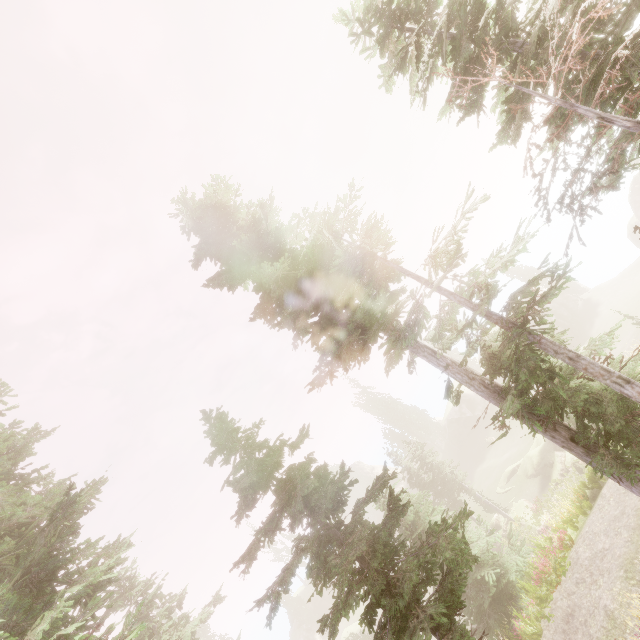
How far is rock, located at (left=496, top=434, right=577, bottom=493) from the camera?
26.5 meters

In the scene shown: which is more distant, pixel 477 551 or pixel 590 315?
pixel 590 315

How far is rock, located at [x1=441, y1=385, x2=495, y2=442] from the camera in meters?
48.2

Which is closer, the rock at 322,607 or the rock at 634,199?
the rock at 634,199

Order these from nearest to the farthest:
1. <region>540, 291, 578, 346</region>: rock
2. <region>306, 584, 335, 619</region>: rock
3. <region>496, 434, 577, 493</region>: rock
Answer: <region>496, 434, 577, 493</region>: rock, <region>540, 291, 578, 346</region>: rock, <region>306, 584, 335, 619</region>: rock

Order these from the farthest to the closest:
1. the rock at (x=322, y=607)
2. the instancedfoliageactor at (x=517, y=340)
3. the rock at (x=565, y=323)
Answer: the rock at (x=322, y=607) < the rock at (x=565, y=323) < the instancedfoliageactor at (x=517, y=340)

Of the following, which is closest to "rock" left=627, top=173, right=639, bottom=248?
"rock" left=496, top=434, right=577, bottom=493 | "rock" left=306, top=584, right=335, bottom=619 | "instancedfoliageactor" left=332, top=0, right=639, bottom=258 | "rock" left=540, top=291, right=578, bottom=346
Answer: "instancedfoliageactor" left=332, top=0, right=639, bottom=258
